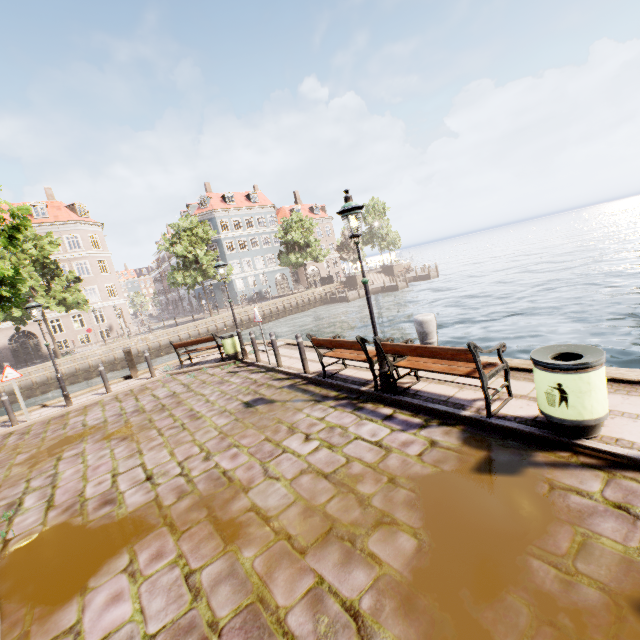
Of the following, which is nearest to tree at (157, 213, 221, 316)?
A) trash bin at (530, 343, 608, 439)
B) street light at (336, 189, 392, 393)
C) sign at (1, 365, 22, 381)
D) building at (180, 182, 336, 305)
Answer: sign at (1, 365, 22, 381)

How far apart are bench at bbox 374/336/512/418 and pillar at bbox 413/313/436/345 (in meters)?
0.86

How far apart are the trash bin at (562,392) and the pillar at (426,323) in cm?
289

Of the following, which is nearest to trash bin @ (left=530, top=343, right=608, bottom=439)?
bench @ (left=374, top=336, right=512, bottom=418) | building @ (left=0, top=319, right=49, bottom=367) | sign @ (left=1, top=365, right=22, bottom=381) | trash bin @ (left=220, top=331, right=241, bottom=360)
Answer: bench @ (left=374, top=336, right=512, bottom=418)

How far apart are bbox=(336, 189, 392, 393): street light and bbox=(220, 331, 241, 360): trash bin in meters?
7.2

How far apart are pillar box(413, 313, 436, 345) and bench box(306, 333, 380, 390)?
0.8 meters

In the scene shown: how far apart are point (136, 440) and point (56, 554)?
3.1 meters

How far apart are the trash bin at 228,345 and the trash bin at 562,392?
9.9m
